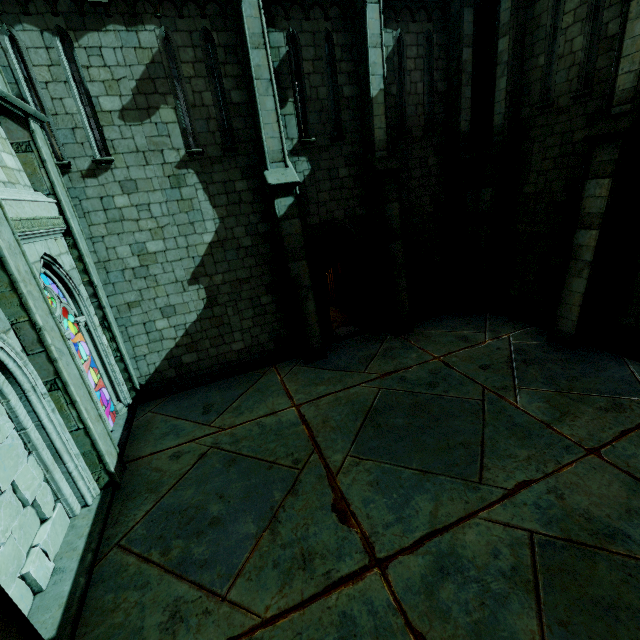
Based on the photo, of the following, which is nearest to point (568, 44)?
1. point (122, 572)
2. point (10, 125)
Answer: point (10, 125)

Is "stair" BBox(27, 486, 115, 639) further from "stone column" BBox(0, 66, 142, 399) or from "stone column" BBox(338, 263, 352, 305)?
"stone column" BBox(338, 263, 352, 305)

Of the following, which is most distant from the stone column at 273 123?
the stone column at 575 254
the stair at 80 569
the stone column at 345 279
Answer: the stone column at 575 254

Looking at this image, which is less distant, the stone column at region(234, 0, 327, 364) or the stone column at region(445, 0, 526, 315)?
the stone column at region(234, 0, 327, 364)

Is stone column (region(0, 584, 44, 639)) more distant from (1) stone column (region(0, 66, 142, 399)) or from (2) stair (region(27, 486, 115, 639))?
(1) stone column (region(0, 66, 142, 399))

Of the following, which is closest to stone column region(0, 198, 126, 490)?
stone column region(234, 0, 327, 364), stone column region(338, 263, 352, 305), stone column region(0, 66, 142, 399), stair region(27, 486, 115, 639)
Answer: stair region(27, 486, 115, 639)

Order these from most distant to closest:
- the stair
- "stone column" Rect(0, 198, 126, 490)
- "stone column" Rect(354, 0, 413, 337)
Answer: "stone column" Rect(354, 0, 413, 337)
"stone column" Rect(0, 198, 126, 490)
the stair

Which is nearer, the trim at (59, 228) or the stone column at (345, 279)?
the trim at (59, 228)
